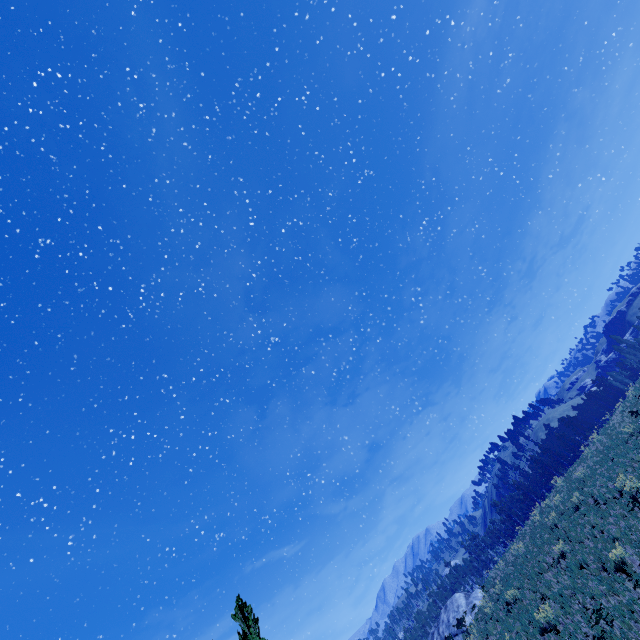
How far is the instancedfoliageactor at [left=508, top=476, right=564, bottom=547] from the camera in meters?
27.5

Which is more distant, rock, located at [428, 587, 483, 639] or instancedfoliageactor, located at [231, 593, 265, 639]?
rock, located at [428, 587, 483, 639]

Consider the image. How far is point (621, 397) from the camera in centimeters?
4200cm

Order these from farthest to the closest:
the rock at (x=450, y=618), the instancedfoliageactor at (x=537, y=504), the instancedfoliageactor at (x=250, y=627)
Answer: the rock at (x=450, y=618), the instancedfoliageactor at (x=537, y=504), the instancedfoliageactor at (x=250, y=627)

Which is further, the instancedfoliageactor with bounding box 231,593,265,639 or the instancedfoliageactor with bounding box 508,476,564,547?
the instancedfoliageactor with bounding box 508,476,564,547

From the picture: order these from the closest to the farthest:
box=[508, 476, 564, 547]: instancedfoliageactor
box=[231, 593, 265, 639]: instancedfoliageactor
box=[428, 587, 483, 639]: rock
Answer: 1. box=[231, 593, 265, 639]: instancedfoliageactor
2. box=[508, 476, 564, 547]: instancedfoliageactor
3. box=[428, 587, 483, 639]: rock

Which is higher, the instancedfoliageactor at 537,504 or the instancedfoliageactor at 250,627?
the instancedfoliageactor at 250,627
